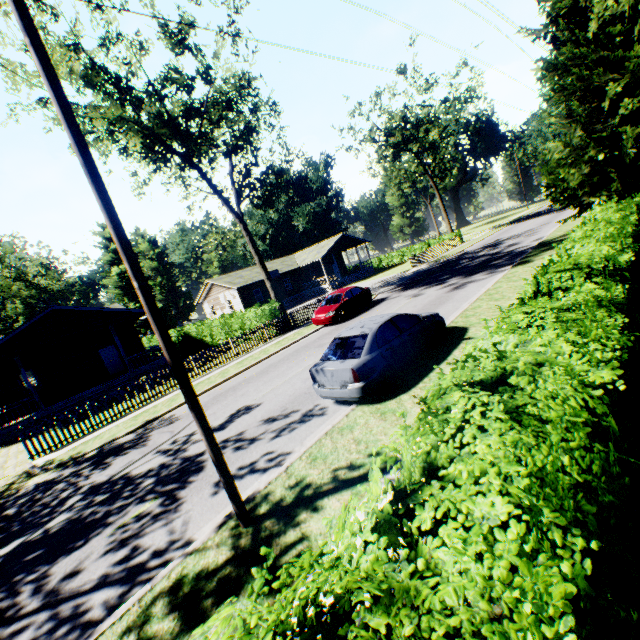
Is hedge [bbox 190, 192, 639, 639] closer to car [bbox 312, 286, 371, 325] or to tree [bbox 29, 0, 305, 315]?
car [bbox 312, 286, 371, 325]

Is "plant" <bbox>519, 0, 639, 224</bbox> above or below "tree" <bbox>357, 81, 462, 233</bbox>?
below

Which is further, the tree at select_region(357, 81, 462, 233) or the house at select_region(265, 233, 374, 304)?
the house at select_region(265, 233, 374, 304)

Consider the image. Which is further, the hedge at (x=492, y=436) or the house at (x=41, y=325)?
the house at (x=41, y=325)

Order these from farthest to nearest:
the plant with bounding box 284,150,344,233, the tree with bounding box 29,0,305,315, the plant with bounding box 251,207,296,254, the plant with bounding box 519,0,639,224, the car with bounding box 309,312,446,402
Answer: the plant with bounding box 251,207,296,254 < the plant with bounding box 284,150,344,233 < the tree with bounding box 29,0,305,315 < the plant with bounding box 519,0,639,224 < the car with bounding box 309,312,446,402

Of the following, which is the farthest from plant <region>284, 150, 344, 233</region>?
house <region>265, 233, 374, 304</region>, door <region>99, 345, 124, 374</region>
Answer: door <region>99, 345, 124, 374</region>

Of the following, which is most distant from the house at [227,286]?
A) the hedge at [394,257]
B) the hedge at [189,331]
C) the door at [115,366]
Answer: the door at [115,366]

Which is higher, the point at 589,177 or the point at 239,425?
the point at 589,177
